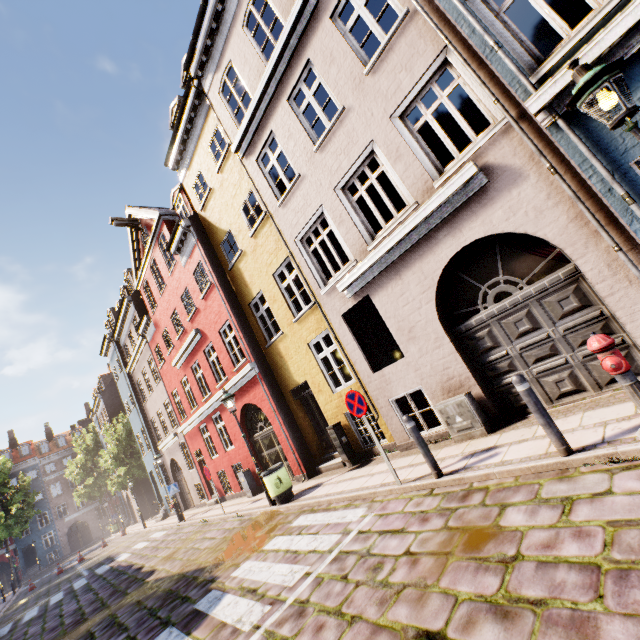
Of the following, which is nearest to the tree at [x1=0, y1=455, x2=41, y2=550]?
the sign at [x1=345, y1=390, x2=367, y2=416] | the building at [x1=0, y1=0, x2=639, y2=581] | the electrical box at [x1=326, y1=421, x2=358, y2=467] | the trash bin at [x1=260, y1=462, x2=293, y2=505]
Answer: the building at [x1=0, y1=0, x2=639, y2=581]

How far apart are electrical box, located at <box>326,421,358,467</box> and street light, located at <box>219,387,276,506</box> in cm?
239

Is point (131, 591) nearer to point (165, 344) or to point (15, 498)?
point (165, 344)

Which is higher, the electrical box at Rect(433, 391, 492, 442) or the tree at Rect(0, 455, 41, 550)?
the tree at Rect(0, 455, 41, 550)

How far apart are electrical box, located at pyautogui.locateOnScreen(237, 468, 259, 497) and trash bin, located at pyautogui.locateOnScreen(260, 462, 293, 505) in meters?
3.9 m

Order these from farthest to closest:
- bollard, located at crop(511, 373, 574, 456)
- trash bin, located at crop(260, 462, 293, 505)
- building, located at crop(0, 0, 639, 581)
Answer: trash bin, located at crop(260, 462, 293, 505)
building, located at crop(0, 0, 639, 581)
bollard, located at crop(511, 373, 574, 456)

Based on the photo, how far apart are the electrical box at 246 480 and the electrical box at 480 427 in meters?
9.4

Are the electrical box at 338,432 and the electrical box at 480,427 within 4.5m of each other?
yes
